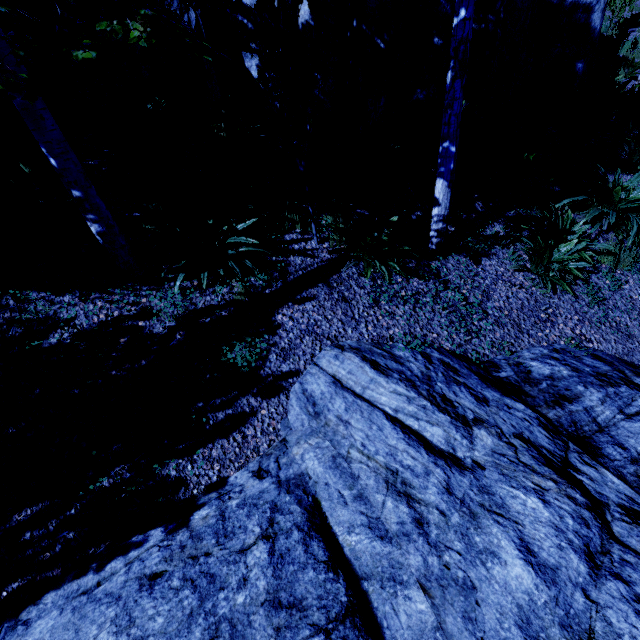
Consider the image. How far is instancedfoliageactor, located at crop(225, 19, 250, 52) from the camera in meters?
2.9

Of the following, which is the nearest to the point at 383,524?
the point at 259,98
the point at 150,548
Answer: the point at 150,548

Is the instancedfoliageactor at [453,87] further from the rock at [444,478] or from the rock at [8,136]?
the rock at [444,478]

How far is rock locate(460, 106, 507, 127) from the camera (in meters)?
6.25

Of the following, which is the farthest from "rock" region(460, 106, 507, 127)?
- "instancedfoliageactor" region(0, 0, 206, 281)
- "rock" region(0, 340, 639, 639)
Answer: "rock" region(0, 340, 639, 639)

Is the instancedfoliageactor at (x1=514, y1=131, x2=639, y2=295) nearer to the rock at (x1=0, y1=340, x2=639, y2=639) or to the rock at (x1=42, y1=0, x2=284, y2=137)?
the rock at (x1=42, y1=0, x2=284, y2=137)

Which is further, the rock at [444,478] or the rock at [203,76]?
the rock at [203,76]

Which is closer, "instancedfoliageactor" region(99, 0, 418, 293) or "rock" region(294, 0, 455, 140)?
"instancedfoliageactor" region(99, 0, 418, 293)
